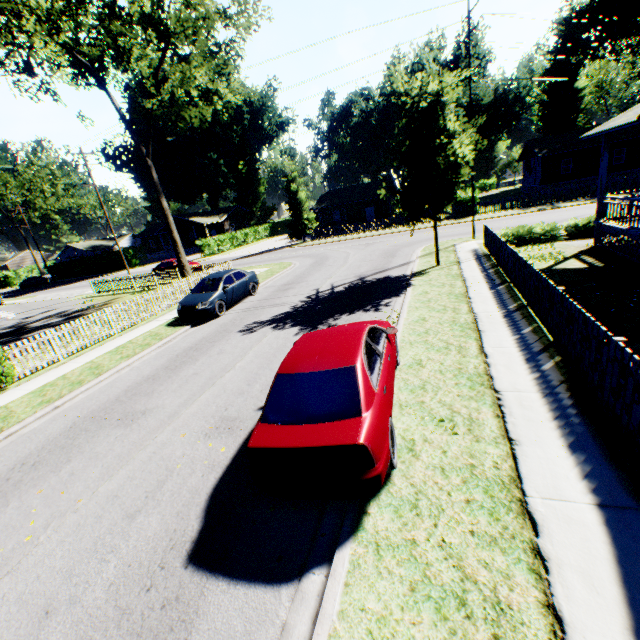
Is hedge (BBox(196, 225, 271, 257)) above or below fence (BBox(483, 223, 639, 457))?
above

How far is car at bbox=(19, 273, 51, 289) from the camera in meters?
49.8

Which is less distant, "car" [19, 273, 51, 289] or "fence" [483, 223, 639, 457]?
"fence" [483, 223, 639, 457]

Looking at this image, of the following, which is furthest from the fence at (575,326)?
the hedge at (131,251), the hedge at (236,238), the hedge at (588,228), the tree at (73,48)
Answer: the hedge at (131,251)

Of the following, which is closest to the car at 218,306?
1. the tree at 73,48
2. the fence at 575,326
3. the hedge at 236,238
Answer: the fence at 575,326

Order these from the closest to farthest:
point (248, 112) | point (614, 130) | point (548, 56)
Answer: point (614, 130) → point (548, 56) → point (248, 112)

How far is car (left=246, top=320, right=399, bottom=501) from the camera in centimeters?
383cm

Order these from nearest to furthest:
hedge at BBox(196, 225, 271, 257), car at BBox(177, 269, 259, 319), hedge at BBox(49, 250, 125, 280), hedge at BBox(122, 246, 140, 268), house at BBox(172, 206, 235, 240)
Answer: car at BBox(177, 269, 259, 319) < hedge at BBox(196, 225, 271, 257) < hedge at BBox(122, 246, 140, 268) < hedge at BBox(49, 250, 125, 280) < house at BBox(172, 206, 235, 240)
